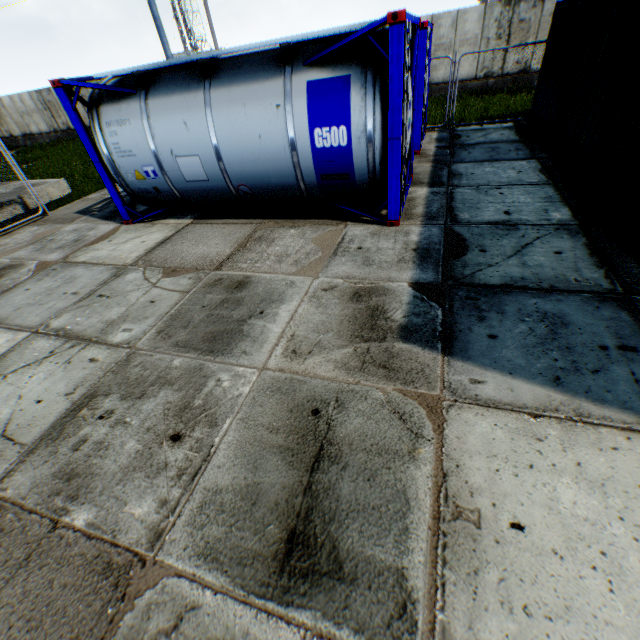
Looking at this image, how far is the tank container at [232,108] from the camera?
5.1m

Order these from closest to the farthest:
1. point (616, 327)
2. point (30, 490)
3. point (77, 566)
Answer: point (77, 566) → point (30, 490) → point (616, 327)

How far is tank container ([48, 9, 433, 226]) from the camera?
5.1 meters
